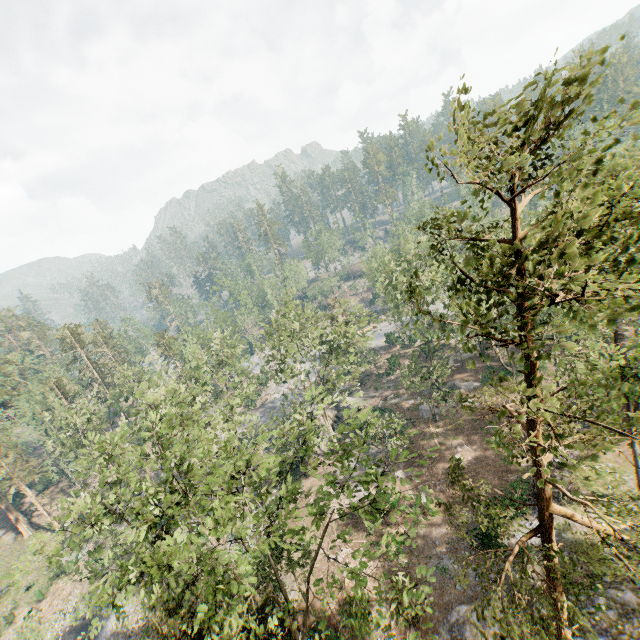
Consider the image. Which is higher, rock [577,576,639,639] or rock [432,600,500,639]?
rock [577,576,639,639]

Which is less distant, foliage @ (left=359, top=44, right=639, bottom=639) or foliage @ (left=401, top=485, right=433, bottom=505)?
foliage @ (left=359, top=44, right=639, bottom=639)

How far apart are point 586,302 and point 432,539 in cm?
2698

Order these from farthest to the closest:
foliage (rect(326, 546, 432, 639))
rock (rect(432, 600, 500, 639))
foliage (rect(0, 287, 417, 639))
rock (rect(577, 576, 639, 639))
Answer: rock (rect(432, 600, 500, 639)), rock (rect(577, 576, 639, 639)), foliage (rect(0, 287, 417, 639)), foliage (rect(326, 546, 432, 639))

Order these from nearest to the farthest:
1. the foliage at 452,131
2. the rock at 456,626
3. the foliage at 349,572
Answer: the foliage at 452,131 → the foliage at 349,572 → the rock at 456,626

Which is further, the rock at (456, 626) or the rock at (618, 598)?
the rock at (456, 626)

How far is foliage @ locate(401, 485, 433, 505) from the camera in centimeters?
1305cm
